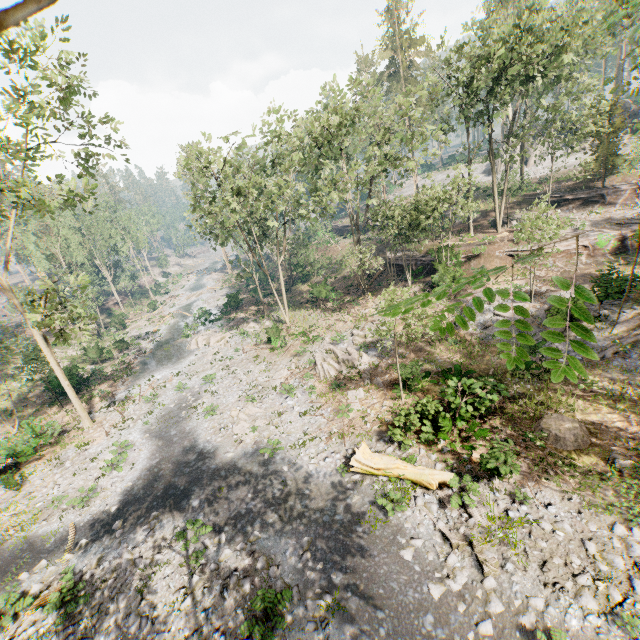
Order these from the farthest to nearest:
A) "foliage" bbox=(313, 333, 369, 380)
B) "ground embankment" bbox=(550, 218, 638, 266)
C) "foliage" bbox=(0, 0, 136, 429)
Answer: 1. "ground embankment" bbox=(550, 218, 638, 266)
2. "foliage" bbox=(313, 333, 369, 380)
3. "foliage" bbox=(0, 0, 136, 429)

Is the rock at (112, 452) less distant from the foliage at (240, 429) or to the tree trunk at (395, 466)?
the foliage at (240, 429)

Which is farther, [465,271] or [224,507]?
[465,271]

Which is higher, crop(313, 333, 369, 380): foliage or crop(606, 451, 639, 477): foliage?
crop(313, 333, 369, 380): foliage

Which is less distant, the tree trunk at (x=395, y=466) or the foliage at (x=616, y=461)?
the foliage at (x=616, y=461)

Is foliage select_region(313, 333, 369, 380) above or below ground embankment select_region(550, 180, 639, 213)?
below

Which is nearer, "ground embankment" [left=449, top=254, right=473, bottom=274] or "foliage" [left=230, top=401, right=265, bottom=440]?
"foliage" [left=230, top=401, right=265, bottom=440]

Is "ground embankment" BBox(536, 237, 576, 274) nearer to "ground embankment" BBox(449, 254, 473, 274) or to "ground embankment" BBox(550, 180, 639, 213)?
"ground embankment" BBox(449, 254, 473, 274)
